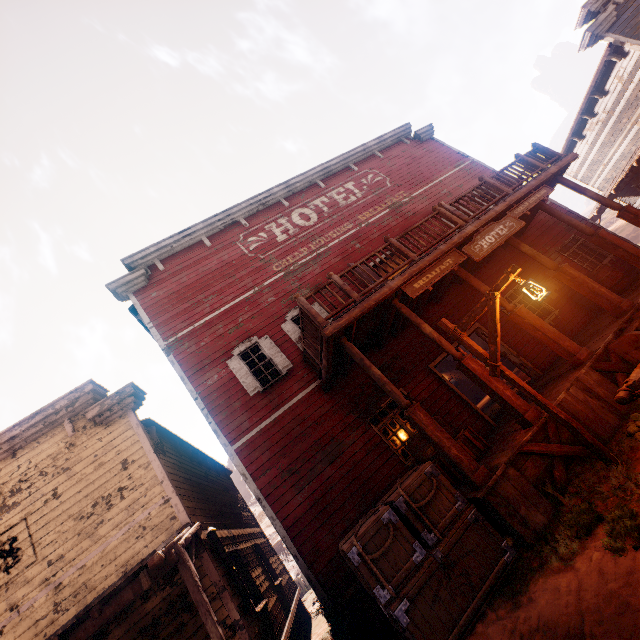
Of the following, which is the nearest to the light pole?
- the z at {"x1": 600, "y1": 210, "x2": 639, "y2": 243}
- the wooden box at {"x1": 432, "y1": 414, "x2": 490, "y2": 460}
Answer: the z at {"x1": 600, "y1": 210, "x2": 639, "y2": 243}

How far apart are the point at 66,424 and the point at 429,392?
9.86m

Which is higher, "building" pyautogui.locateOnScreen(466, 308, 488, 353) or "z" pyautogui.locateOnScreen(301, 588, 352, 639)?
"building" pyautogui.locateOnScreen(466, 308, 488, 353)

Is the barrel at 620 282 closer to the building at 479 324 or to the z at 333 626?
the building at 479 324

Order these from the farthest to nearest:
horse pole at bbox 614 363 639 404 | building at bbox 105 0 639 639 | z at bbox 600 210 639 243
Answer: z at bbox 600 210 639 243 < building at bbox 105 0 639 639 < horse pole at bbox 614 363 639 404

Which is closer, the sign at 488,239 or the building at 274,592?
the building at 274,592

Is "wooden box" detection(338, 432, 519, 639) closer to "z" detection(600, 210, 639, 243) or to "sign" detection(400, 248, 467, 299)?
"z" detection(600, 210, 639, 243)

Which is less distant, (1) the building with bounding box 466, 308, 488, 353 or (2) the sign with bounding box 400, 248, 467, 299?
(2) the sign with bounding box 400, 248, 467, 299
